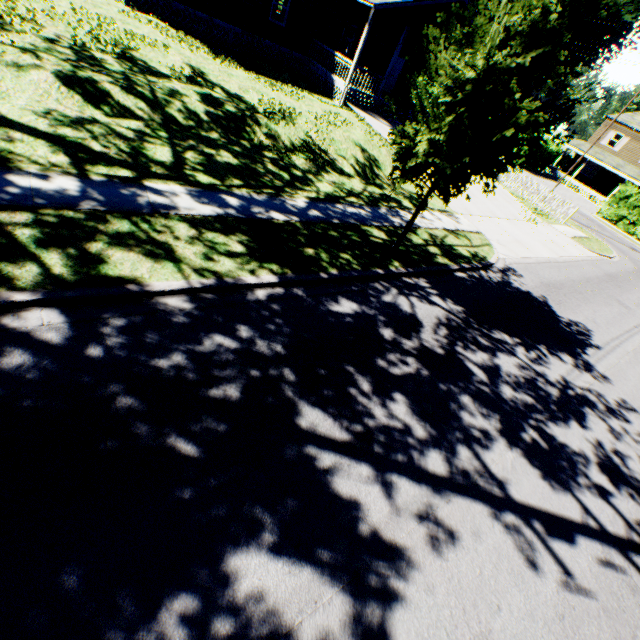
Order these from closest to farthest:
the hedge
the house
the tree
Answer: the tree, the house, the hedge

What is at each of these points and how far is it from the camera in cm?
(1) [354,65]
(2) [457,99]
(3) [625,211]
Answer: (1) house, 1742
(2) tree, 550
(3) hedge, 3052

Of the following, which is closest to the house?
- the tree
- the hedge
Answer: the tree

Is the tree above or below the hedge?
above

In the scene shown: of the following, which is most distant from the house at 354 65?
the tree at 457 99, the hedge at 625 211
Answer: the hedge at 625 211

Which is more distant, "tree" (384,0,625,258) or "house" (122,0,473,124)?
"house" (122,0,473,124)

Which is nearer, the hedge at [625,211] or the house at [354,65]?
the house at [354,65]
